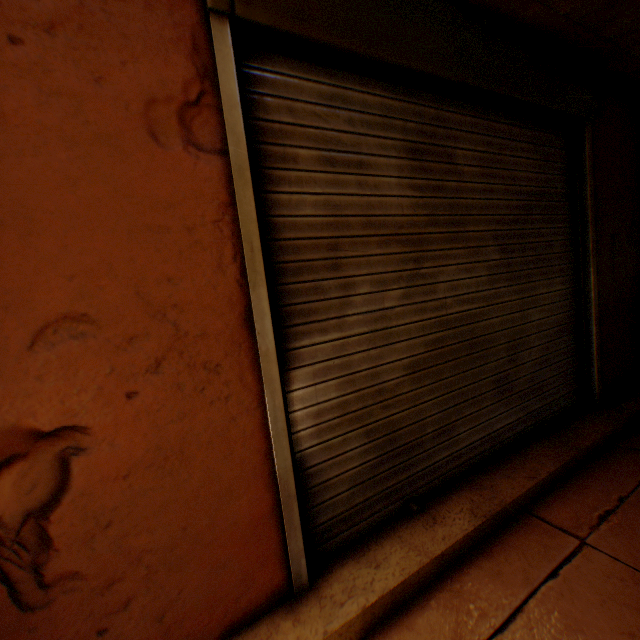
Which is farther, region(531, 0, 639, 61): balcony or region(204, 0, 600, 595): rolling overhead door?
region(531, 0, 639, 61): balcony

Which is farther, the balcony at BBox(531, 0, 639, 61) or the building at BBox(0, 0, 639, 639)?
the balcony at BBox(531, 0, 639, 61)

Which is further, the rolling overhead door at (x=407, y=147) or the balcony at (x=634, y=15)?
the balcony at (x=634, y=15)

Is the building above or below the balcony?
below

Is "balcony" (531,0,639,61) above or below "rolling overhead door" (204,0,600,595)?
above

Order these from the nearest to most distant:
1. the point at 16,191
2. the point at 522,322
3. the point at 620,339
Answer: the point at 16,191
the point at 522,322
the point at 620,339

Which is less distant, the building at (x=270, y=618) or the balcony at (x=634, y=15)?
the building at (x=270, y=618)
